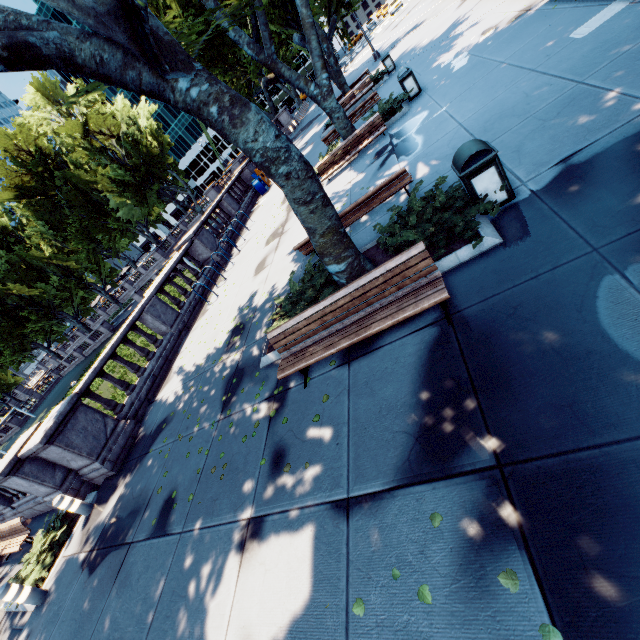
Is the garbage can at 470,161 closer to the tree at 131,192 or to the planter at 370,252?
the planter at 370,252

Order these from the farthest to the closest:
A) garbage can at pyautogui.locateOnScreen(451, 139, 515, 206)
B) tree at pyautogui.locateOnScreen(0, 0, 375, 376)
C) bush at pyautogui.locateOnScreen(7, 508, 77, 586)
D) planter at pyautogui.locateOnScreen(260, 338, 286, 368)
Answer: bush at pyautogui.locateOnScreen(7, 508, 77, 586), planter at pyautogui.locateOnScreen(260, 338, 286, 368), garbage can at pyautogui.locateOnScreen(451, 139, 515, 206), tree at pyautogui.locateOnScreen(0, 0, 375, 376)

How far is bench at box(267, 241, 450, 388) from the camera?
4.2 meters

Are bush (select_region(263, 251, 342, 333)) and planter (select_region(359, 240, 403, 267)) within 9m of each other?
yes

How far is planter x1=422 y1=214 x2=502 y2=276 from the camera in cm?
457

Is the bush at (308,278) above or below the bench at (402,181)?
below

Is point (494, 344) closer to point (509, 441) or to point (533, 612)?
point (509, 441)

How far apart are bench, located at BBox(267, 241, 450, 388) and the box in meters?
18.7 m
